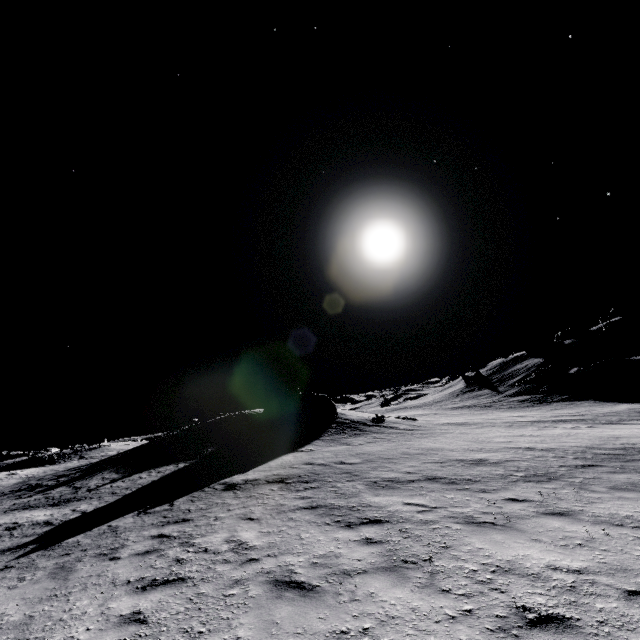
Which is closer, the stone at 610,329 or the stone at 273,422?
the stone at 273,422

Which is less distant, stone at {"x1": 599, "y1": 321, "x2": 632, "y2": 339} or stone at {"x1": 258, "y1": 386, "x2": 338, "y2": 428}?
stone at {"x1": 258, "y1": 386, "x2": 338, "y2": 428}

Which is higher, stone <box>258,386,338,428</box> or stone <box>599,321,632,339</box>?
A: stone <box>599,321,632,339</box>

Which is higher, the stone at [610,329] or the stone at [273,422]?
the stone at [610,329]

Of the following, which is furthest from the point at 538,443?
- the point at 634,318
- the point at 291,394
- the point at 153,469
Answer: the point at 634,318

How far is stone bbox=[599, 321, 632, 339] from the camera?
51.1m

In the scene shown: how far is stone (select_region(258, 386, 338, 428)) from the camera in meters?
26.3
